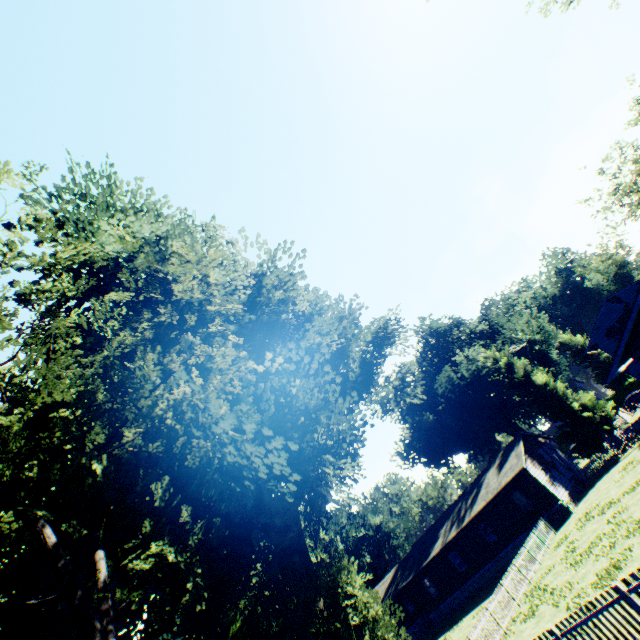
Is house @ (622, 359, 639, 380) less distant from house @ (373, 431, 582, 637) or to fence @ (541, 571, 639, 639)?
house @ (373, 431, 582, 637)

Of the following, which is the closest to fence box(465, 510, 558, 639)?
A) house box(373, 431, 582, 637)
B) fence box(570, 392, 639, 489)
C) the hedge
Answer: house box(373, 431, 582, 637)

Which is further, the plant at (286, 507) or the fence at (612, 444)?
the fence at (612, 444)

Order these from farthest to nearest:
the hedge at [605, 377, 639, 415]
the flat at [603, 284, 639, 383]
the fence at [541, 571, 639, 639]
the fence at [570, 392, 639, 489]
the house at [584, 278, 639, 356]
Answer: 1. the hedge at [605, 377, 639, 415]
2. the house at [584, 278, 639, 356]
3. the fence at [570, 392, 639, 489]
4. the flat at [603, 284, 639, 383]
5. the fence at [541, 571, 639, 639]

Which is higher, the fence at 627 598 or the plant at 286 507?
the plant at 286 507

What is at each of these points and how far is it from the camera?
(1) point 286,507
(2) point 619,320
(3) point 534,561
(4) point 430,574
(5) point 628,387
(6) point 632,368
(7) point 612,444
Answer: (1) plant, 24.14m
(2) house, 37.19m
(3) fence, 21.92m
(4) house, 34.50m
(5) hedge, 56.09m
(6) house, 29.11m
(7) fence, 28.78m

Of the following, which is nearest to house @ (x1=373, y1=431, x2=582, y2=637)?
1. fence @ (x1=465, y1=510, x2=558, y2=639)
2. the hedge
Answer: fence @ (x1=465, y1=510, x2=558, y2=639)

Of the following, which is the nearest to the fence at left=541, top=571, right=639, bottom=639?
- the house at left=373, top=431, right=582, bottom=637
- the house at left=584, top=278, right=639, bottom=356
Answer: the house at left=373, top=431, right=582, bottom=637
